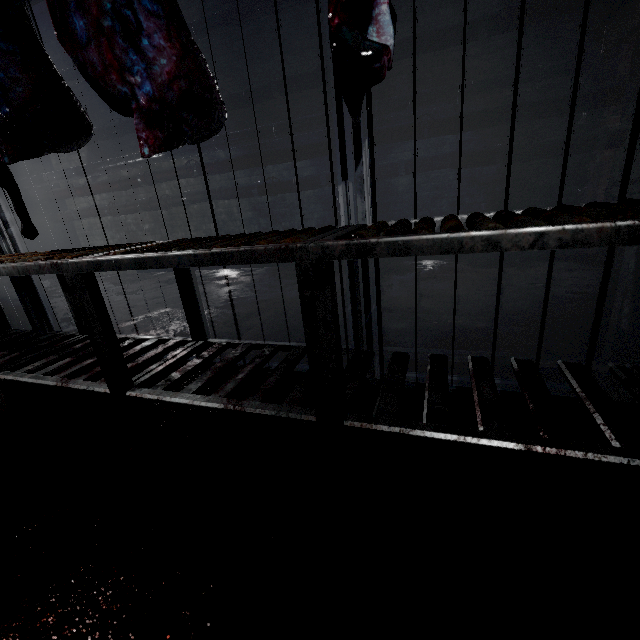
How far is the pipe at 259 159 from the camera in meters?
4.2

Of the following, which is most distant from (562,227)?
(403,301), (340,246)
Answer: (403,301)

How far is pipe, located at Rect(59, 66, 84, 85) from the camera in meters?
4.9

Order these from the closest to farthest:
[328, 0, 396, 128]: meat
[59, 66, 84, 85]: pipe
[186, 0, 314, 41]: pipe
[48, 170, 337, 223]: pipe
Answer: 1. [328, 0, 396, 128]: meat
2. [186, 0, 314, 41]: pipe
3. [48, 170, 337, 223]: pipe
4. [59, 66, 84, 85]: pipe

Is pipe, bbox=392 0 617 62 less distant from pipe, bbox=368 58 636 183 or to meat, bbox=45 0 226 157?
pipe, bbox=368 58 636 183

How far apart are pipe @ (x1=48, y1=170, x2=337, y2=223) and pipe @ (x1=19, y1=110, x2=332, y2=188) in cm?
11

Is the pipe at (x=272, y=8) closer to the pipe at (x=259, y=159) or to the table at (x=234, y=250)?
the pipe at (x=259, y=159)

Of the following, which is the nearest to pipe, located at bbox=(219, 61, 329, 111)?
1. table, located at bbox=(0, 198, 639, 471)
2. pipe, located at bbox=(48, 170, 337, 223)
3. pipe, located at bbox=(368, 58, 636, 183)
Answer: pipe, located at bbox=(368, 58, 636, 183)
